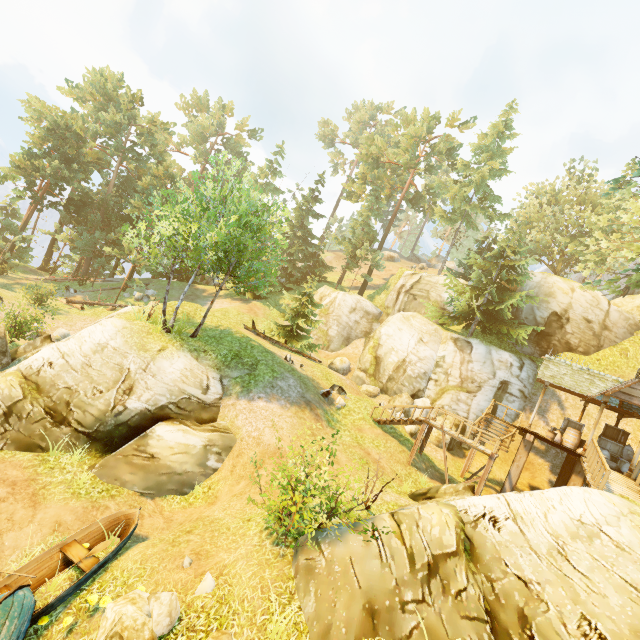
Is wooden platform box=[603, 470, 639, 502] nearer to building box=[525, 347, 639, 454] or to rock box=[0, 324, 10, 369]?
building box=[525, 347, 639, 454]

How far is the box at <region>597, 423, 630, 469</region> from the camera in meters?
17.0 m

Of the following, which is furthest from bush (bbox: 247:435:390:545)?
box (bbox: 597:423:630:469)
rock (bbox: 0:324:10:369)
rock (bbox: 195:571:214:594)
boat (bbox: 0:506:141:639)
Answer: box (bbox: 597:423:630:469)

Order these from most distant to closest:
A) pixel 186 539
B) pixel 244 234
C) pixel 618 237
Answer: pixel 244 234, pixel 618 237, pixel 186 539

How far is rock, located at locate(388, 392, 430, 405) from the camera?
23.0m

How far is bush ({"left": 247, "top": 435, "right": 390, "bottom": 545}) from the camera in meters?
7.3 m

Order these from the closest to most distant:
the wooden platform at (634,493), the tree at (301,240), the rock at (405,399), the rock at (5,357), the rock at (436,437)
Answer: the wooden platform at (634,493)
the rock at (5,357)
the tree at (301,240)
the rock at (436,437)
the rock at (405,399)

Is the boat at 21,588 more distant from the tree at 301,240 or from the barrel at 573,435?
Result: the barrel at 573,435
